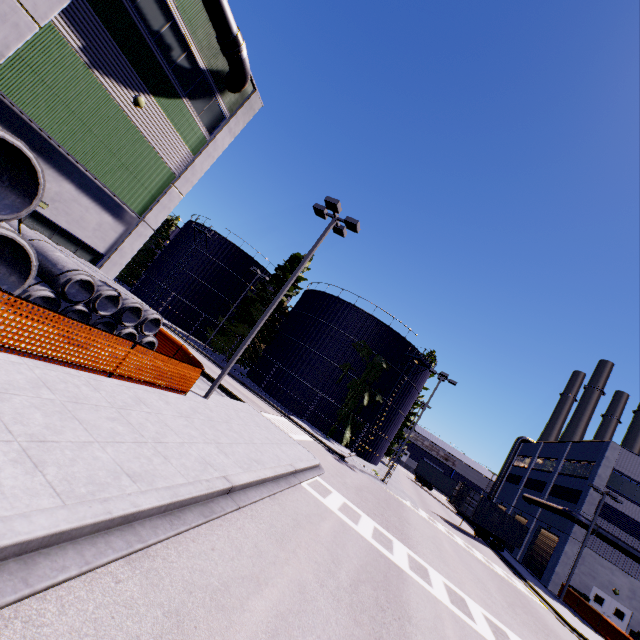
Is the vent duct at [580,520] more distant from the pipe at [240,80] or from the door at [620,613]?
the pipe at [240,80]

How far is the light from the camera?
13.23m

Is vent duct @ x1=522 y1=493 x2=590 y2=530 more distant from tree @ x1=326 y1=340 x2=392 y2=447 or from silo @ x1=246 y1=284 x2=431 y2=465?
tree @ x1=326 y1=340 x2=392 y2=447

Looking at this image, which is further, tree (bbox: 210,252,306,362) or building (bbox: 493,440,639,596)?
tree (bbox: 210,252,306,362)

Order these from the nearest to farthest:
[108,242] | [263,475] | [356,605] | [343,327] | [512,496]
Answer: [356,605]
[263,475]
[108,242]
[343,327]
[512,496]

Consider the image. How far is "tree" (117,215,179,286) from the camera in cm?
4453

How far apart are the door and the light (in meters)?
38.12

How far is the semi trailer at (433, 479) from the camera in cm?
4719
